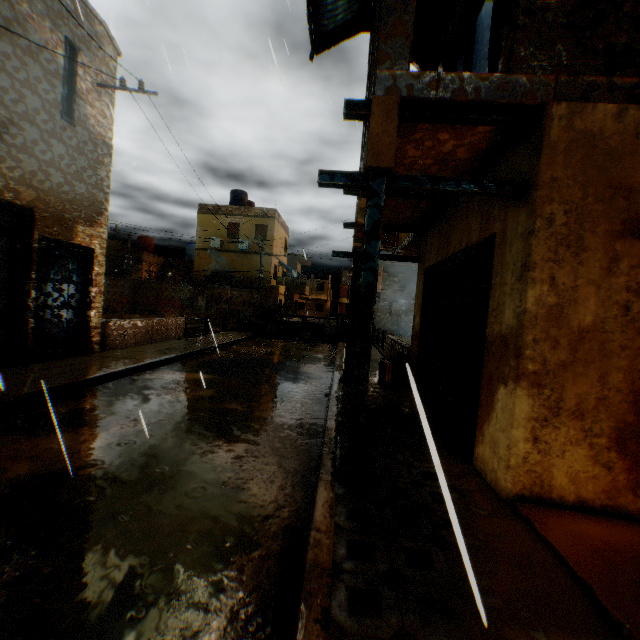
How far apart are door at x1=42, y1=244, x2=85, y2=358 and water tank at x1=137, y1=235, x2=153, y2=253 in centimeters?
3008cm

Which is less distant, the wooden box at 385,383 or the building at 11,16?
the building at 11,16

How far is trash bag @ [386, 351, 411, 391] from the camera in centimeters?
746cm

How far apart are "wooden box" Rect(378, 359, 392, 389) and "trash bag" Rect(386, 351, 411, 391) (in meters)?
0.07

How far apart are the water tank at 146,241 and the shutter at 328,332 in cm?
2552

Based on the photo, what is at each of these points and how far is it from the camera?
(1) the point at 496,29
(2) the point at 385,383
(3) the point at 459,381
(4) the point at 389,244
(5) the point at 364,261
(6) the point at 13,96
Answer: (1) window, 4.8m
(2) wooden box, 7.4m
(3) wooden gate, 4.8m
(4) air conditioner, 11.4m
(5) wooden beam, 3.3m
(6) building, 6.2m

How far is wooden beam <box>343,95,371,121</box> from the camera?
3.2m
